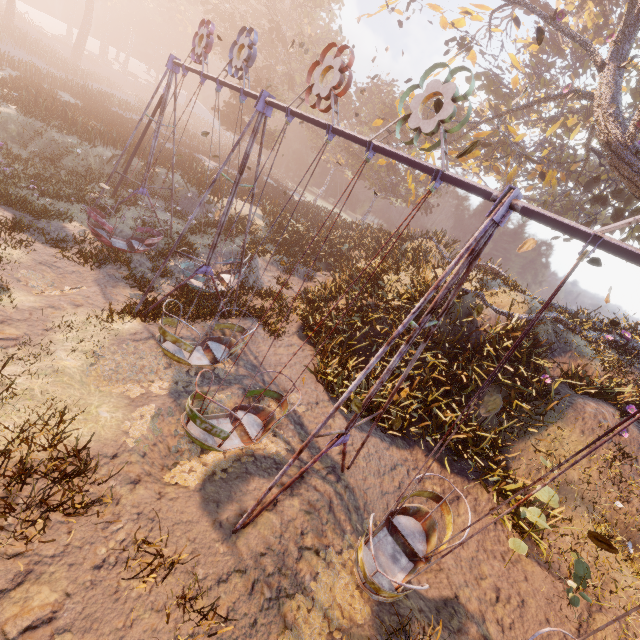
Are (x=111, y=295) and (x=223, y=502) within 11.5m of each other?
yes

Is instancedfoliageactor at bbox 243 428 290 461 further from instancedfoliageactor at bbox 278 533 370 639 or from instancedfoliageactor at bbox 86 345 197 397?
instancedfoliageactor at bbox 278 533 370 639

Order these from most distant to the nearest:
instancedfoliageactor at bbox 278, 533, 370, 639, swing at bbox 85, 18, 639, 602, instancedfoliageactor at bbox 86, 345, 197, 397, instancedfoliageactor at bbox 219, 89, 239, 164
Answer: instancedfoliageactor at bbox 219, 89, 239, 164
instancedfoliageactor at bbox 86, 345, 197, 397
instancedfoliageactor at bbox 278, 533, 370, 639
swing at bbox 85, 18, 639, 602

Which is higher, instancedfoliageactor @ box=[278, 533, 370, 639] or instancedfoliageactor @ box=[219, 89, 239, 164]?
instancedfoliageactor @ box=[219, 89, 239, 164]

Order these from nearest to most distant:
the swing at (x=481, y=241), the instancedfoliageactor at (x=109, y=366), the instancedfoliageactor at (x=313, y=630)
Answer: the swing at (x=481, y=241) < the instancedfoliageactor at (x=313, y=630) < the instancedfoliageactor at (x=109, y=366)

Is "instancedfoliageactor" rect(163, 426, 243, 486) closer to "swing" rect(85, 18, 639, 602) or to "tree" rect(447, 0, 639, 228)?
"swing" rect(85, 18, 639, 602)

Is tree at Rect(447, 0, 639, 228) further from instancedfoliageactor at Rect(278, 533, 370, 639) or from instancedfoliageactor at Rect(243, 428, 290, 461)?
instancedfoliageactor at Rect(278, 533, 370, 639)

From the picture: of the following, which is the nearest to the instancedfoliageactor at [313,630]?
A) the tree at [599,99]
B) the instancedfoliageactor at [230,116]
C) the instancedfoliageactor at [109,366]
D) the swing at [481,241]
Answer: the swing at [481,241]
